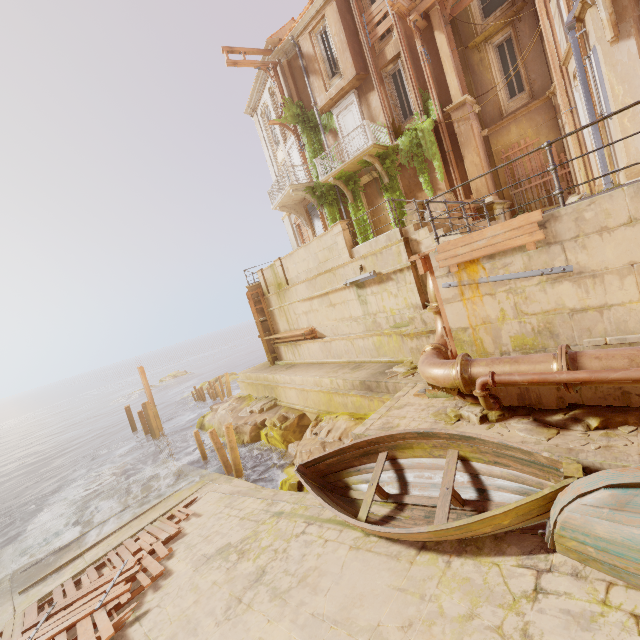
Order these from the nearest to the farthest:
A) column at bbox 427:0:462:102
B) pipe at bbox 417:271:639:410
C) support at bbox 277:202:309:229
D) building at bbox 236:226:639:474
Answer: pipe at bbox 417:271:639:410 < building at bbox 236:226:639:474 < column at bbox 427:0:462:102 < support at bbox 277:202:309:229

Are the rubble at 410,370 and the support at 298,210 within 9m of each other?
no

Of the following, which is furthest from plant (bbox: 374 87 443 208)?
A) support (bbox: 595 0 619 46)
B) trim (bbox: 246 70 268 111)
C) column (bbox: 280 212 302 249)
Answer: → support (bbox: 595 0 619 46)

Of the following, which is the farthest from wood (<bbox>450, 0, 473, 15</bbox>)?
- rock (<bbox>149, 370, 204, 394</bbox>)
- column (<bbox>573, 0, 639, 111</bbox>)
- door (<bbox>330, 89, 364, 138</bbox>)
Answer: rock (<bbox>149, 370, 204, 394</bbox>)

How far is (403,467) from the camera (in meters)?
6.34

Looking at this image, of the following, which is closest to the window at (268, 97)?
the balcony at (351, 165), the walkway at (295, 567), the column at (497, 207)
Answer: the balcony at (351, 165)

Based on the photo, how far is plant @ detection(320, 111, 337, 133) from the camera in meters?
17.8 m

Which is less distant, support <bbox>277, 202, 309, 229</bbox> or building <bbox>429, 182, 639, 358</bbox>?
building <bbox>429, 182, 639, 358</bbox>
